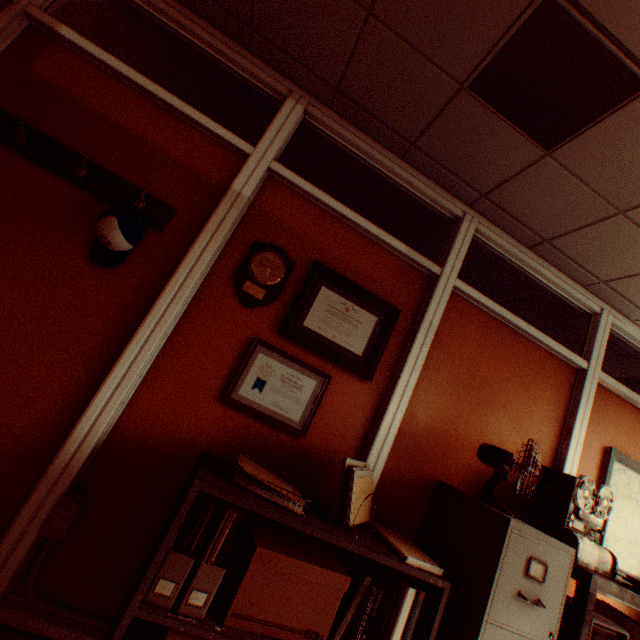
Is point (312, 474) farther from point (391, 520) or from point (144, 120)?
point (144, 120)

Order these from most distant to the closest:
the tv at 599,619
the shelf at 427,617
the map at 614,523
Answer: the map at 614,523, the tv at 599,619, the shelf at 427,617

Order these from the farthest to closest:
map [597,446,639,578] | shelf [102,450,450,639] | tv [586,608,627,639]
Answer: map [597,446,639,578], tv [586,608,627,639], shelf [102,450,450,639]

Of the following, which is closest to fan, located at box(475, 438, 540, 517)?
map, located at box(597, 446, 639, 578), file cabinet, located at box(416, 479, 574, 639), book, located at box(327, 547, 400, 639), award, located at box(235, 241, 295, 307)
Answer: file cabinet, located at box(416, 479, 574, 639)

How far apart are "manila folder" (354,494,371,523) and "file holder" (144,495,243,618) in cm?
54

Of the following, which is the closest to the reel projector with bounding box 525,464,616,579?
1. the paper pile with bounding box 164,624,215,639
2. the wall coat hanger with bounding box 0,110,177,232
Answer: the paper pile with bounding box 164,624,215,639

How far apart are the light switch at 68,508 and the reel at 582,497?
3.0 meters

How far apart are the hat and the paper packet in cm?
134
